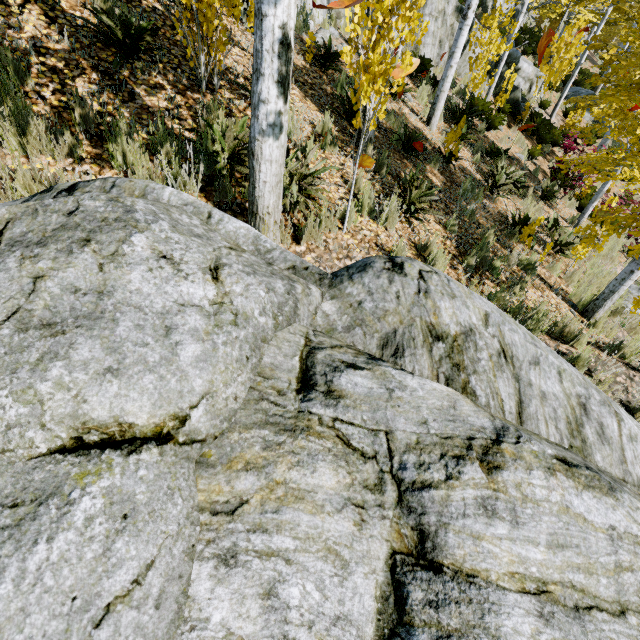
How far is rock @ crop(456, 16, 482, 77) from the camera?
11.2m

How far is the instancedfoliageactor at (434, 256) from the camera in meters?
4.0

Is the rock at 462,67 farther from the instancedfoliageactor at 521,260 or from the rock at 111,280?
the rock at 111,280

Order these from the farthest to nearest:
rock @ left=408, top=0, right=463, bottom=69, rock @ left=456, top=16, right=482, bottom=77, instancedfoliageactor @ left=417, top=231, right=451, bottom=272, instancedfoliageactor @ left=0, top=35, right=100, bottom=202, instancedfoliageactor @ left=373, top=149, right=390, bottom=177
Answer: rock @ left=456, top=16, right=482, bottom=77
rock @ left=408, top=0, right=463, bottom=69
instancedfoliageactor @ left=373, top=149, right=390, bottom=177
instancedfoliageactor @ left=417, top=231, right=451, bottom=272
instancedfoliageactor @ left=0, top=35, right=100, bottom=202

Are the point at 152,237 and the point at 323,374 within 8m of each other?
yes

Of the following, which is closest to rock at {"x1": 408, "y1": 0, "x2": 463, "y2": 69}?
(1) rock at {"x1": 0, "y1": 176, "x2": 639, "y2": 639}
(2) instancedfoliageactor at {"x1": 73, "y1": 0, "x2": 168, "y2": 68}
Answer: (2) instancedfoliageactor at {"x1": 73, "y1": 0, "x2": 168, "y2": 68}

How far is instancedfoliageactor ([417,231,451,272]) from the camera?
4.0 meters
